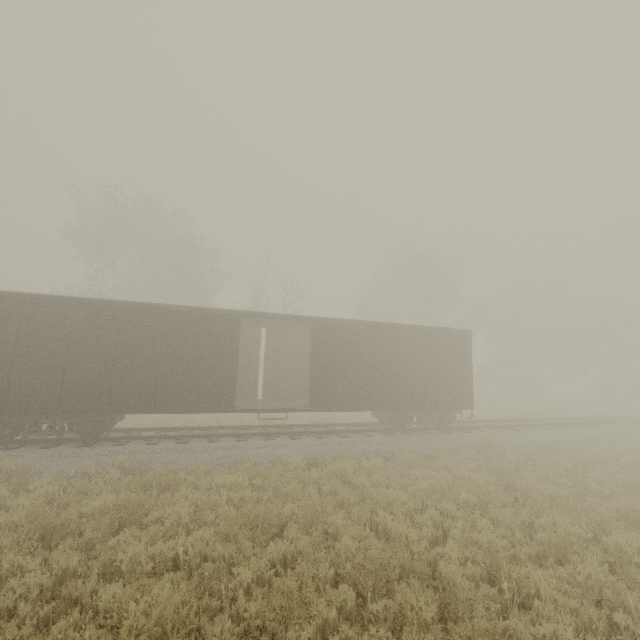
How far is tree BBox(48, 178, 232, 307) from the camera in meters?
25.6

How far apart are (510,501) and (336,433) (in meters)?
6.76

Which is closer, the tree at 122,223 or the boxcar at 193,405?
the boxcar at 193,405

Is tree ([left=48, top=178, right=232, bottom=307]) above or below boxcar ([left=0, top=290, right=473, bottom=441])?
above

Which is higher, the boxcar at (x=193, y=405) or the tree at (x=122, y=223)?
the tree at (x=122, y=223)

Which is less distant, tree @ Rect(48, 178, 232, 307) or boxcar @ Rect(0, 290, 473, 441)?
boxcar @ Rect(0, 290, 473, 441)
